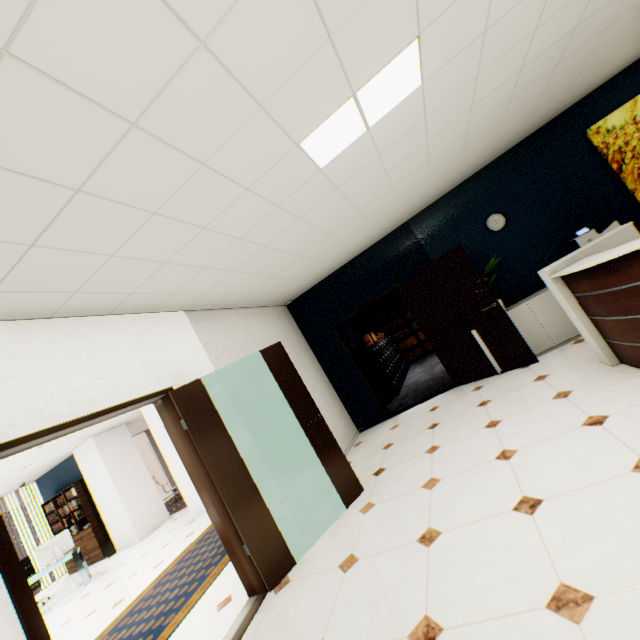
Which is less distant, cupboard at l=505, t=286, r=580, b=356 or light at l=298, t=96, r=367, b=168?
light at l=298, t=96, r=367, b=168

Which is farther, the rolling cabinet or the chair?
the chair

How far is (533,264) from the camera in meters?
5.2

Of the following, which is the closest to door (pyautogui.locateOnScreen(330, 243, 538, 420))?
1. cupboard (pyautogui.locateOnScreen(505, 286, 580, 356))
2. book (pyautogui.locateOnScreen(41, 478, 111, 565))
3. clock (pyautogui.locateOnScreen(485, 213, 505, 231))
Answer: cupboard (pyautogui.locateOnScreen(505, 286, 580, 356))

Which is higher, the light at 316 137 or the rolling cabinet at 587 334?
the light at 316 137

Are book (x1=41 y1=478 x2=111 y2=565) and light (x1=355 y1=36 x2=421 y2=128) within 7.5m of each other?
no

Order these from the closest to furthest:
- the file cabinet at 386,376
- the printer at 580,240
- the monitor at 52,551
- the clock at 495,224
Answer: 1. the printer at 580,240
2. the clock at 495,224
3. the monitor at 52,551
4. the file cabinet at 386,376

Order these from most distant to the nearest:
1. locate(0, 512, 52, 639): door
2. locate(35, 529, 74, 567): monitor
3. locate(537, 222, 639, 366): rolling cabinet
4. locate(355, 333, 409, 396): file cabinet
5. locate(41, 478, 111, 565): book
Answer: locate(41, 478, 111, 565): book, locate(355, 333, 409, 396): file cabinet, locate(35, 529, 74, 567): monitor, locate(537, 222, 639, 366): rolling cabinet, locate(0, 512, 52, 639): door
